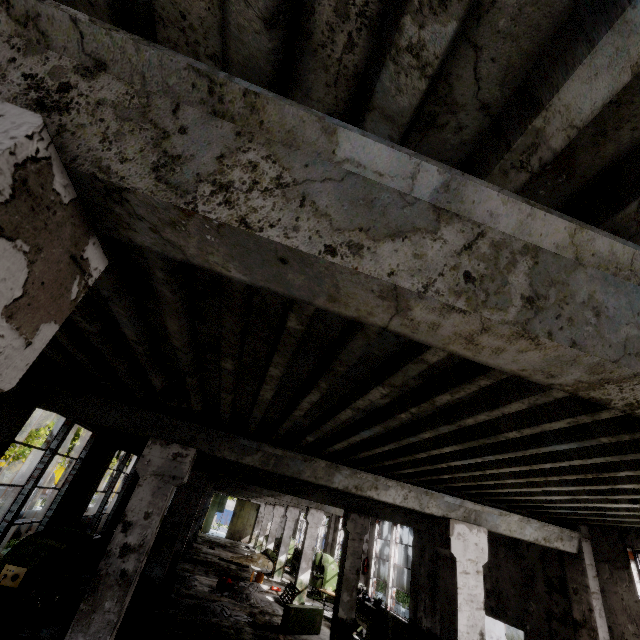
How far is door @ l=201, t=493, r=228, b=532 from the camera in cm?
3516

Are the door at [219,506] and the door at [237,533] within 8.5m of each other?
yes

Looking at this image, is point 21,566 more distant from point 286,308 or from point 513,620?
point 513,620

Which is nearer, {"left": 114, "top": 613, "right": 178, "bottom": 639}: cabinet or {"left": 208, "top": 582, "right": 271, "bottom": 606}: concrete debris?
{"left": 114, "top": 613, "right": 178, "bottom": 639}: cabinet

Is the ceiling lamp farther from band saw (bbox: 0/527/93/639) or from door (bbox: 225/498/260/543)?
door (bbox: 225/498/260/543)

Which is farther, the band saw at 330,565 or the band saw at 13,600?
the band saw at 330,565

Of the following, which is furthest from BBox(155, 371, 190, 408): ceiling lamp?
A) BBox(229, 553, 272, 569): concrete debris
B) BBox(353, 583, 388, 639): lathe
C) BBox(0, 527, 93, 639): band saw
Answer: BBox(229, 553, 272, 569): concrete debris

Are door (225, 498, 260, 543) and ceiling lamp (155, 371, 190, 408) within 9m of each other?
no
